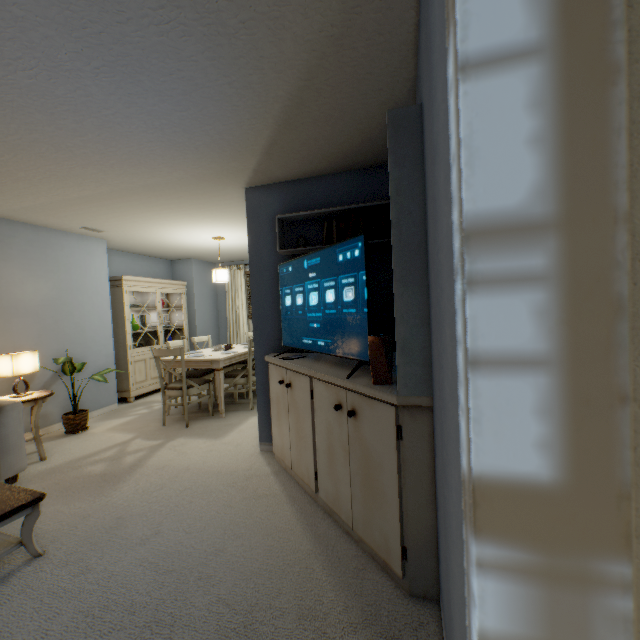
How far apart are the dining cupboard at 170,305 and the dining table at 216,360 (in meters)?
1.00

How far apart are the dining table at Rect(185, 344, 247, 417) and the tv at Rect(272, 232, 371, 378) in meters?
1.6

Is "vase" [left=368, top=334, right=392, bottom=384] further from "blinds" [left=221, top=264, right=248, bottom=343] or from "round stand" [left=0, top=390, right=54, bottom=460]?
"blinds" [left=221, top=264, right=248, bottom=343]

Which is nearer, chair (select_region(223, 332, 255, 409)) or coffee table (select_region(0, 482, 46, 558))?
coffee table (select_region(0, 482, 46, 558))

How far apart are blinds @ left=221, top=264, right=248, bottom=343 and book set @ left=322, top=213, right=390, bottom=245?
3.8 meters

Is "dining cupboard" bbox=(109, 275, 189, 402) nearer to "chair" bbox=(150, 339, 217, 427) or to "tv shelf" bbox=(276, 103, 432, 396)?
"chair" bbox=(150, 339, 217, 427)

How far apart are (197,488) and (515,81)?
2.9 meters

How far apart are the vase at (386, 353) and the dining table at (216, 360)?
2.9m
